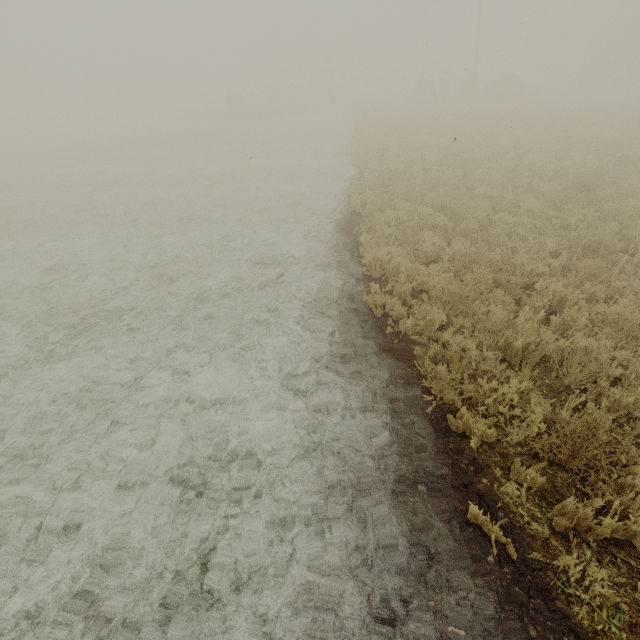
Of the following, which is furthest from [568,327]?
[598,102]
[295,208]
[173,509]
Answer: [598,102]
